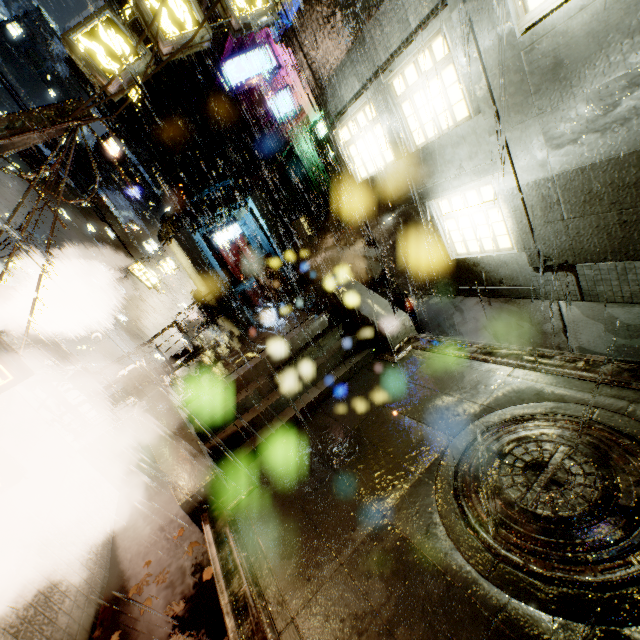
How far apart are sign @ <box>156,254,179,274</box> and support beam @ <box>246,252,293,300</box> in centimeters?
1429cm

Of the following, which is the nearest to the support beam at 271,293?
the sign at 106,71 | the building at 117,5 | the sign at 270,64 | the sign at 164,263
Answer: the building at 117,5

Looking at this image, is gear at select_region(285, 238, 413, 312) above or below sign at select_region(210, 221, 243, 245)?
below

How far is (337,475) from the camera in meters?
6.1 m

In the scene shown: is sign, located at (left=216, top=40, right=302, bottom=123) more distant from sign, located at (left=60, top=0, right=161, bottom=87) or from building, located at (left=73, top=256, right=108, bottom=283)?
sign, located at (left=60, top=0, right=161, bottom=87)

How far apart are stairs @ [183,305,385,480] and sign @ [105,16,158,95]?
7.66m

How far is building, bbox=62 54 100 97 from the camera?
56.2 meters

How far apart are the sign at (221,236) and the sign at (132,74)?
19.1m
